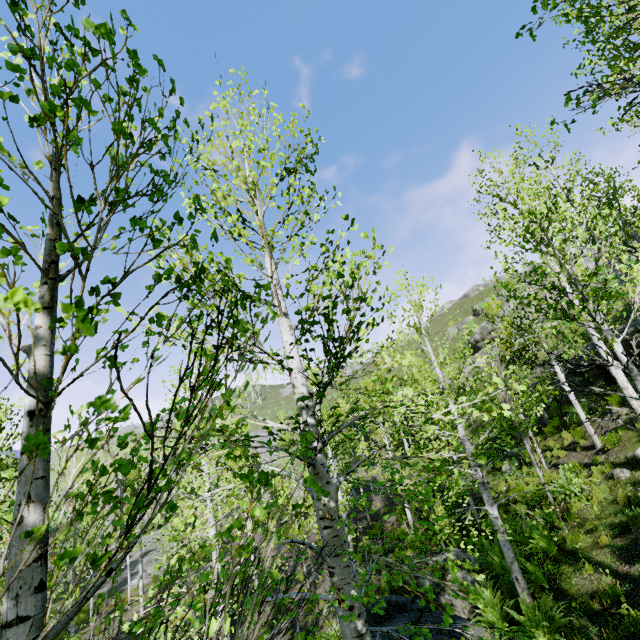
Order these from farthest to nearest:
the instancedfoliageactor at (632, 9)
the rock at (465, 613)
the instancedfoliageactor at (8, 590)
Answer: the rock at (465, 613) → the instancedfoliageactor at (632, 9) → the instancedfoliageactor at (8, 590)

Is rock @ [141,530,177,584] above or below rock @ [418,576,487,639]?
below

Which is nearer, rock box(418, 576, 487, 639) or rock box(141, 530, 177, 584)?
rock box(418, 576, 487, 639)

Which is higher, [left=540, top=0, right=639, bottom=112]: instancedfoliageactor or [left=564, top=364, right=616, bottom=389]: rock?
[left=540, top=0, right=639, bottom=112]: instancedfoliageactor

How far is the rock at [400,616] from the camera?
7.6 meters

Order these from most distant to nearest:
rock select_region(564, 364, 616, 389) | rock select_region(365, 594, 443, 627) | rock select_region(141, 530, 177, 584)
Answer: rock select_region(141, 530, 177, 584) → rock select_region(564, 364, 616, 389) → rock select_region(365, 594, 443, 627)

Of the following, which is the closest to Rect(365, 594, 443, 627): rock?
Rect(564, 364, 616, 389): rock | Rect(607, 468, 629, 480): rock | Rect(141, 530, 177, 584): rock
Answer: Rect(607, 468, 629, 480): rock

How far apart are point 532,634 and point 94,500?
8.1m
